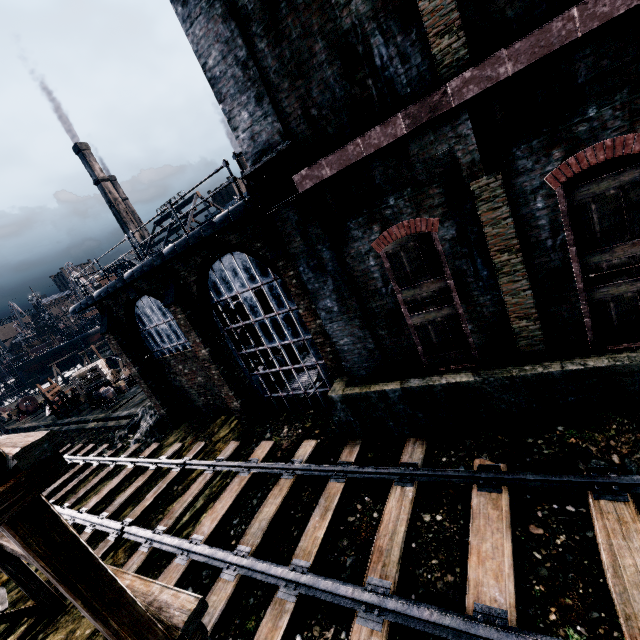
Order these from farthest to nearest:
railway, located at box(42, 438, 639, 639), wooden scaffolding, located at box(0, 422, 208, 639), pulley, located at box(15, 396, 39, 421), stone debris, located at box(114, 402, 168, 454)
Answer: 1. pulley, located at box(15, 396, 39, 421)
2. stone debris, located at box(114, 402, 168, 454)
3. railway, located at box(42, 438, 639, 639)
4. wooden scaffolding, located at box(0, 422, 208, 639)

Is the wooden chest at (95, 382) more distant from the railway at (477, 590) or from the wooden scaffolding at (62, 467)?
the wooden scaffolding at (62, 467)

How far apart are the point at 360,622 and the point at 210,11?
12.7m

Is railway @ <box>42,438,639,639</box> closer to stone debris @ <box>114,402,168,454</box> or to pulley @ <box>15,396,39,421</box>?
stone debris @ <box>114,402,168,454</box>

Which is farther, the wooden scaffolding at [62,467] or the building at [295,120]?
the building at [295,120]

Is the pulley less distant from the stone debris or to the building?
the stone debris

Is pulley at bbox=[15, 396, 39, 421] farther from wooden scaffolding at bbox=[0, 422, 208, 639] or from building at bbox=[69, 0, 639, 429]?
wooden scaffolding at bbox=[0, 422, 208, 639]
